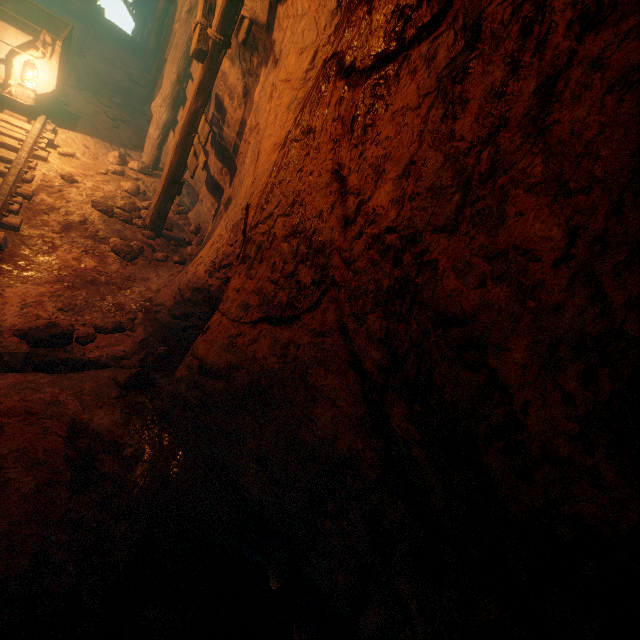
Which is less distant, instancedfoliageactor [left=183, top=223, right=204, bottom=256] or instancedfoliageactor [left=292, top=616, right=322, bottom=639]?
instancedfoliageactor [left=292, top=616, right=322, bottom=639]

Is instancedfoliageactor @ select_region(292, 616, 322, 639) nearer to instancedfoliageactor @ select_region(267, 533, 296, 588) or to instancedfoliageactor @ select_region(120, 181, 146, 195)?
instancedfoliageactor @ select_region(267, 533, 296, 588)

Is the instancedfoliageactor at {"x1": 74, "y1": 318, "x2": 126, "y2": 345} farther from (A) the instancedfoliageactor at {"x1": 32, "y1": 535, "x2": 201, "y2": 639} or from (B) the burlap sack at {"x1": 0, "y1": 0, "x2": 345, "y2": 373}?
(A) the instancedfoliageactor at {"x1": 32, "y1": 535, "x2": 201, "y2": 639}

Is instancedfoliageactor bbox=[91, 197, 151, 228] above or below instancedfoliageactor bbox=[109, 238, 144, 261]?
above

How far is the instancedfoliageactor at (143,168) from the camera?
6.43m

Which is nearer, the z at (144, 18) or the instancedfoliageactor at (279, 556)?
the instancedfoliageactor at (279, 556)

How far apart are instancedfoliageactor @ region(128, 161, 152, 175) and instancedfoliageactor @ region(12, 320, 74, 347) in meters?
4.3 m

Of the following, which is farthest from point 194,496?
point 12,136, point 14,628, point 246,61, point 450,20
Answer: point 12,136
